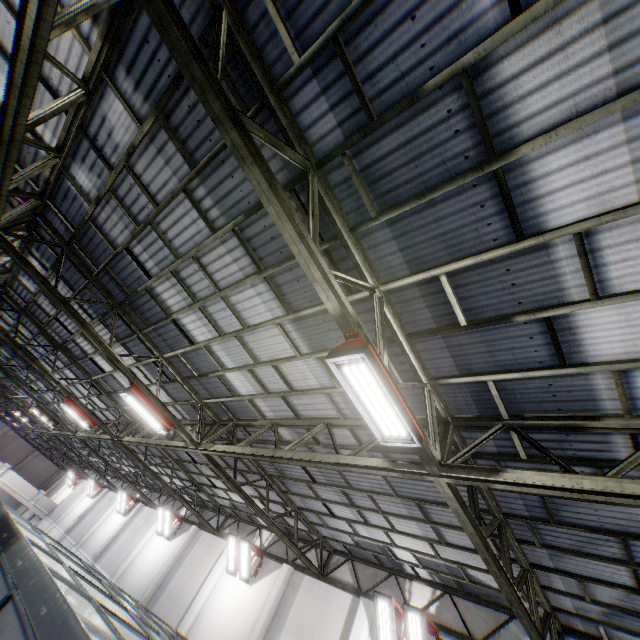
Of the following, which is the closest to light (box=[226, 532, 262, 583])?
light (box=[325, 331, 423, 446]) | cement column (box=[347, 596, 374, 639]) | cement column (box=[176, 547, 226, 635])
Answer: cement column (box=[176, 547, 226, 635])

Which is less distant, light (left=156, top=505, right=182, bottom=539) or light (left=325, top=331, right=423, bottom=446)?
light (left=325, top=331, right=423, bottom=446)

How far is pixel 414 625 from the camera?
9.0m

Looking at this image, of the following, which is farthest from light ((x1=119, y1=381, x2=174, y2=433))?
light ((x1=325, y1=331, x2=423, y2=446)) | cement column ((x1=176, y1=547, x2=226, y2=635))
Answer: cement column ((x1=176, y1=547, x2=226, y2=635))

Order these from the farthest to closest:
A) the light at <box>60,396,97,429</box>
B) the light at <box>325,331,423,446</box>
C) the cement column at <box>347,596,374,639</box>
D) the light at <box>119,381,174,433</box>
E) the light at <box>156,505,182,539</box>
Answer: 1. the light at <box>156,505,182,539</box>
2. the light at <box>60,396,97,429</box>
3. the cement column at <box>347,596,374,639</box>
4. the light at <box>119,381,174,433</box>
5. the light at <box>325,331,423,446</box>

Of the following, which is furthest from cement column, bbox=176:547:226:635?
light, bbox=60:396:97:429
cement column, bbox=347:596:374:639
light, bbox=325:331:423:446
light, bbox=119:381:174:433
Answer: light, bbox=325:331:423:446

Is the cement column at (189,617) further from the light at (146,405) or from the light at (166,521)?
the light at (146,405)

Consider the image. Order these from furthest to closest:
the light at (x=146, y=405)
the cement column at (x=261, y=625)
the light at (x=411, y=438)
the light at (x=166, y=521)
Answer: the light at (x=166, y=521) < the cement column at (x=261, y=625) < the light at (x=146, y=405) < the light at (x=411, y=438)
